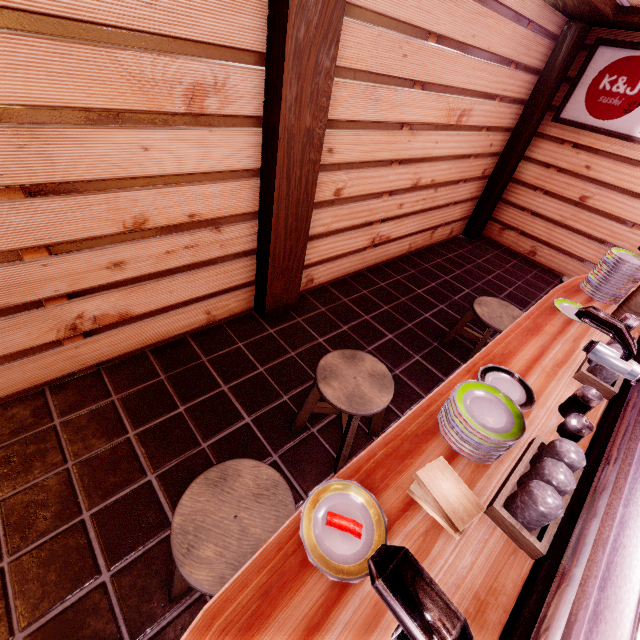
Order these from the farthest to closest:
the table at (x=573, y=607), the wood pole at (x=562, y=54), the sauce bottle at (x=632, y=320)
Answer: the wood pole at (x=562, y=54), the sauce bottle at (x=632, y=320), the table at (x=573, y=607)

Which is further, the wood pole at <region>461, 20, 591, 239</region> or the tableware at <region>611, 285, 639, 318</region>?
the wood pole at <region>461, 20, 591, 239</region>

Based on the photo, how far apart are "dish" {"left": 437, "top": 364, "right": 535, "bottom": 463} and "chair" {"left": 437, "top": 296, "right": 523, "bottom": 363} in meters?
2.7

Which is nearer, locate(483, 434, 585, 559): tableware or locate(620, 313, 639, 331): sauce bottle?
locate(483, 434, 585, 559): tableware

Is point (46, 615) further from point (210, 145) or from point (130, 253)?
point (210, 145)

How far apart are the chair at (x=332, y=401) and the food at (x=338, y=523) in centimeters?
145cm

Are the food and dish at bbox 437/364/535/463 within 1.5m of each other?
yes

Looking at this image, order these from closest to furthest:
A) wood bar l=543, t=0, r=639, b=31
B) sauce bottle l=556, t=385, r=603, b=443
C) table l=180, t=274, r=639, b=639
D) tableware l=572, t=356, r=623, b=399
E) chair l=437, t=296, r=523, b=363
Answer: table l=180, t=274, r=639, b=639
sauce bottle l=556, t=385, r=603, b=443
tableware l=572, t=356, r=623, b=399
chair l=437, t=296, r=523, b=363
wood bar l=543, t=0, r=639, b=31
